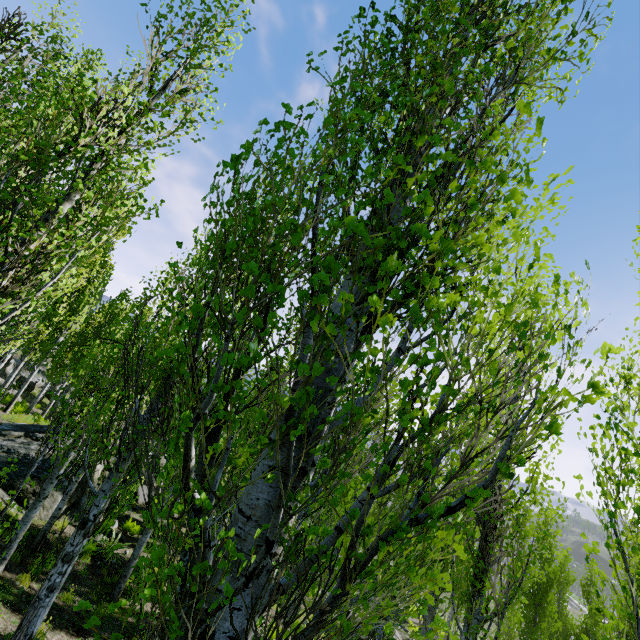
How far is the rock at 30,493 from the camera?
9.7m

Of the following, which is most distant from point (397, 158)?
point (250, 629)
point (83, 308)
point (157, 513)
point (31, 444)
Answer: point (83, 308)

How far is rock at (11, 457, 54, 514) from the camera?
9.7 meters

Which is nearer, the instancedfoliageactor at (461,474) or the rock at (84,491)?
Answer: the instancedfoliageactor at (461,474)

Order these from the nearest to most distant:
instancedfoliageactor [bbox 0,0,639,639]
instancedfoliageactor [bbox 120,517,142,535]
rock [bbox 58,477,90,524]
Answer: instancedfoliageactor [bbox 0,0,639,639] < rock [bbox 58,477,90,524] < instancedfoliageactor [bbox 120,517,142,535]

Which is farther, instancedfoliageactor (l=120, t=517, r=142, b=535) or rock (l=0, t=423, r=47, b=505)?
instancedfoliageactor (l=120, t=517, r=142, b=535)
